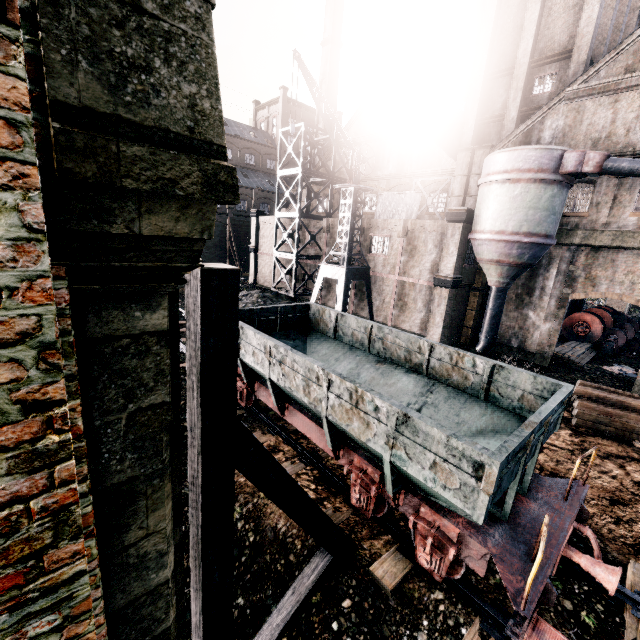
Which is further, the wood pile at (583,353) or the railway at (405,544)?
the wood pile at (583,353)

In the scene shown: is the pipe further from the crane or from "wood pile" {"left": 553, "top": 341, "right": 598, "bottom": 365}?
the crane

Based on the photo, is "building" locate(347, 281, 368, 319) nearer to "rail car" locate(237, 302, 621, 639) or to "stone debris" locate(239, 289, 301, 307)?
"stone debris" locate(239, 289, 301, 307)

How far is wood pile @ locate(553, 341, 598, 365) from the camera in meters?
23.7

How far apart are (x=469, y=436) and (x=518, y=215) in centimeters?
1565cm

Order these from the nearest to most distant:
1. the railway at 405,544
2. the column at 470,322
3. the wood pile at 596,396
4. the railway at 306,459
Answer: the railway at 405,544, the railway at 306,459, the wood pile at 596,396, the column at 470,322

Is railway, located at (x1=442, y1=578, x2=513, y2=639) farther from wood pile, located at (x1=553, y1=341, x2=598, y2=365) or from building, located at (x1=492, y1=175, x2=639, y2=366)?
wood pile, located at (x1=553, y1=341, x2=598, y2=365)

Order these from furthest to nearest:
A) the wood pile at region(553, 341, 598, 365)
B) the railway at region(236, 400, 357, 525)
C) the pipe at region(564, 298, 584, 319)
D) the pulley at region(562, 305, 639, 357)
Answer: the pipe at region(564, 298, 584, 319)
the pulley at region(562, 305, 639, 357)
the wood pile at region(553, 341, 598, 365)
the railway at region(236, 400, 357, 525)
